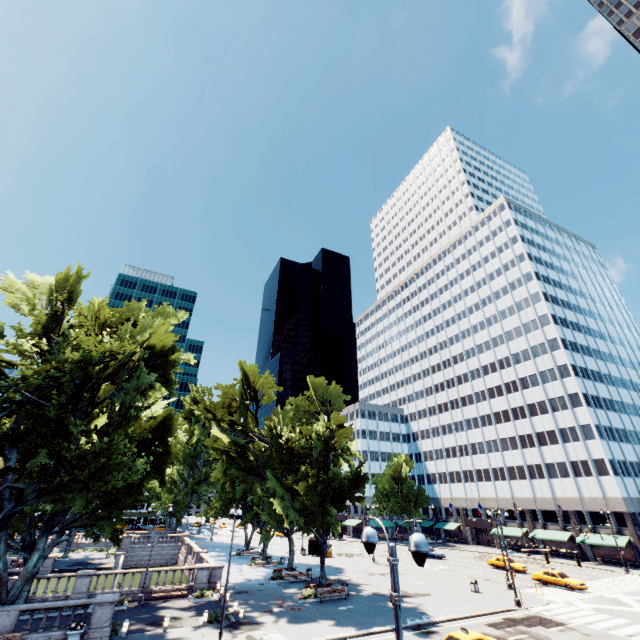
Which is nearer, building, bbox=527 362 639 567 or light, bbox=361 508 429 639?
light, bbox=361 508 429 639

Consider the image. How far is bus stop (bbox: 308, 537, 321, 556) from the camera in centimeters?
5181cm

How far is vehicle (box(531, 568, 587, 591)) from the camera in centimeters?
3375cm

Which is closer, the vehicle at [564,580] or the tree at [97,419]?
the tree at [97,419]

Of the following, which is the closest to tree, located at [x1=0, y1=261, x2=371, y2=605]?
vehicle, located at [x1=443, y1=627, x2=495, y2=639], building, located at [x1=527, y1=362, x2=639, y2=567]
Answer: building, located at [x1=527, y1=362, x2=639, y2=567]

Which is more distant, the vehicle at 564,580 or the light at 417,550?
the vehicle at 564,580

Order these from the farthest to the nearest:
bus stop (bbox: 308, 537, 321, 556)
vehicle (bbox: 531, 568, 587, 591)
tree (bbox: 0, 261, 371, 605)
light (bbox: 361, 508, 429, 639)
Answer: bus stop (bbox: 308, 537, 321, 556), vehicle (bbox: 531, 568, 587, 591), tree (bbox: 0, 261, 371, 605), light (bbox: 361, 508, 429, 639)

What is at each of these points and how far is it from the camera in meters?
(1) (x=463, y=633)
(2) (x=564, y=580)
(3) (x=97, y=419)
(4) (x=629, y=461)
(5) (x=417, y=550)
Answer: (1) vehicle, 18.4
(2) vehicle, 34.6
(3) tree, 27.2
(4) building, 54.5
(5) light, 6.6
